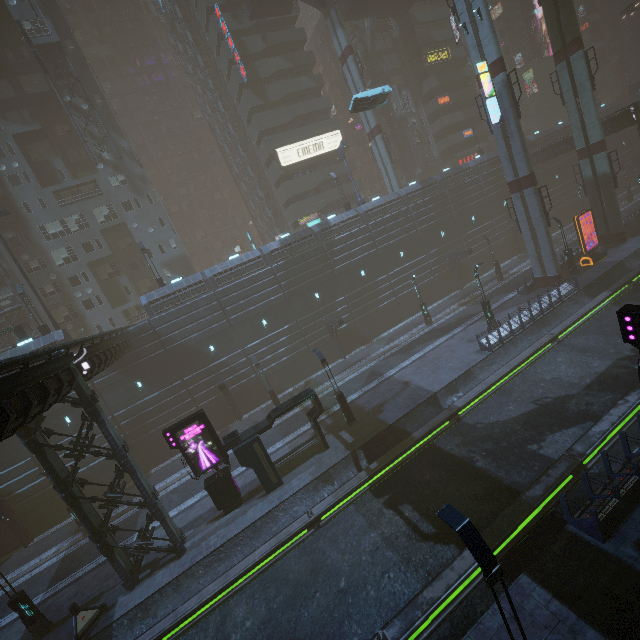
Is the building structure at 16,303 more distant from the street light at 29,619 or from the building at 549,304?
the street light at 29,619

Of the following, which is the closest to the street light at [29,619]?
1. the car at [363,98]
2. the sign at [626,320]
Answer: the sign at [626,320]

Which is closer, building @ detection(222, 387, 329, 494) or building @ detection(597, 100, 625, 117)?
building @ detection(222, 387, 329, 494)

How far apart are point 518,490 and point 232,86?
52.6m

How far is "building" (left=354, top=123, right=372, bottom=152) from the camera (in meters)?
57.91

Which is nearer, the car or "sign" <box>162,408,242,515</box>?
"sign" <box>162,408,242,515</box>

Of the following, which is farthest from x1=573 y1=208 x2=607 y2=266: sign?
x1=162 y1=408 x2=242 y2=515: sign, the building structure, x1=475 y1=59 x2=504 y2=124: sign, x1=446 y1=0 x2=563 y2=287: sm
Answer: the building structure
